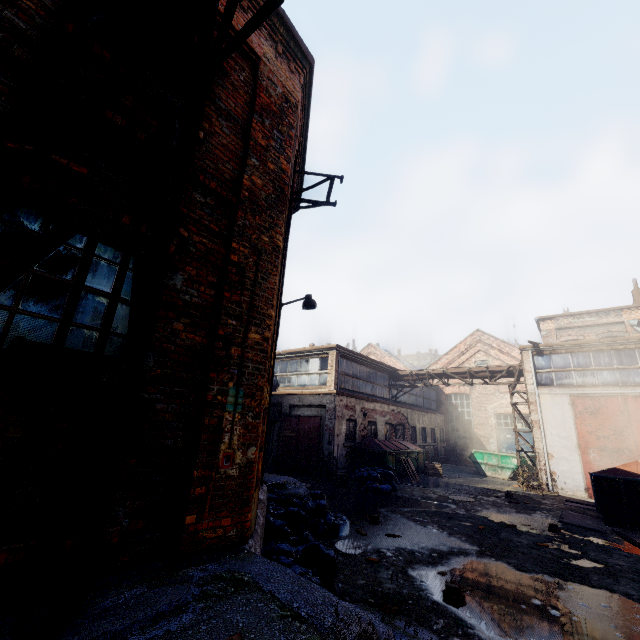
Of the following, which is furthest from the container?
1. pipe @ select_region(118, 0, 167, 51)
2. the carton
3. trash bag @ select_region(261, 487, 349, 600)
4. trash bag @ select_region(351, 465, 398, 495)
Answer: pipe @ select_region(118, 0, 167, 51)

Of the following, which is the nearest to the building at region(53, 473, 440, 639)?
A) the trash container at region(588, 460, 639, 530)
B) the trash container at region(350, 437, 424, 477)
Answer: the trash container at region(350, 437, 424, 477)

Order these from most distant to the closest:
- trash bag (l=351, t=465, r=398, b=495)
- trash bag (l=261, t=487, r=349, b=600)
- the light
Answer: trash bag (l=351, t=465, r=398, b=495) < the light < trash bag (l=261, t=487, r=349, b=600)

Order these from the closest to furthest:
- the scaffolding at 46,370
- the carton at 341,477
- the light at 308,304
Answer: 1. the scaffolding at 46,370
2. the light at 308,304
3. the carton at 341,477

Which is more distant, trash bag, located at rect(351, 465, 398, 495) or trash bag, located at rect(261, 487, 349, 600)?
trash bag, located at rect(351, 465, 398, 495)

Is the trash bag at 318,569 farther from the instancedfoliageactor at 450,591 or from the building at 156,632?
the instancedfoliageactor at 450,591

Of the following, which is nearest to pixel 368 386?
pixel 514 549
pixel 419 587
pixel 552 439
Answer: pixel 552 439

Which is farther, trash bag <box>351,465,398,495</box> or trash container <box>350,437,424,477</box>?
trash container <box>350,437,424,477</box>
